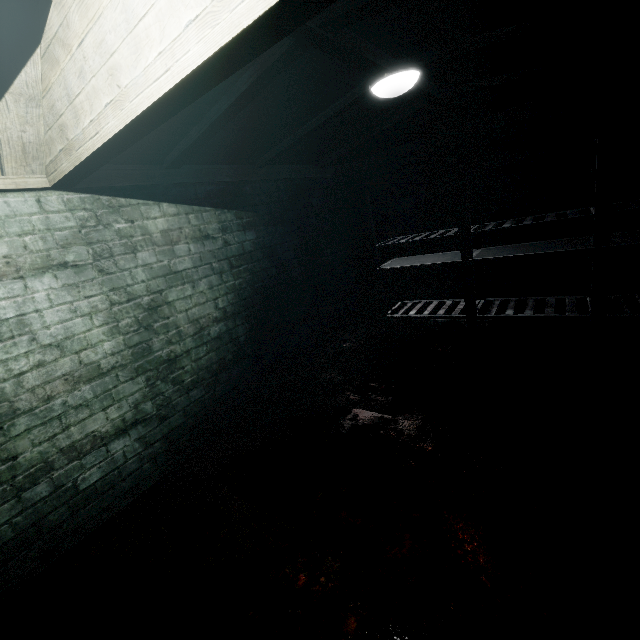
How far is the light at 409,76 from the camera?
2.02m

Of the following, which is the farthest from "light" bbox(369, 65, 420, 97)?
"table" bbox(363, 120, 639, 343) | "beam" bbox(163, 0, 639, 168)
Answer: "table" bbox(363, 120, 639, 343)

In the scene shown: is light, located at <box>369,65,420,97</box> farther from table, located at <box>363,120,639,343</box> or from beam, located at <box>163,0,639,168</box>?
table, located at <box>363,120,639,343</box>

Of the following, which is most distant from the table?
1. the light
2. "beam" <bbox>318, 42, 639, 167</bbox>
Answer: the light

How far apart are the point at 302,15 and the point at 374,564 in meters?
2.0 m

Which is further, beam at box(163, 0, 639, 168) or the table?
the table

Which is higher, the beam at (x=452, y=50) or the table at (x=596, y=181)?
the beam at (x=452, y=50)
